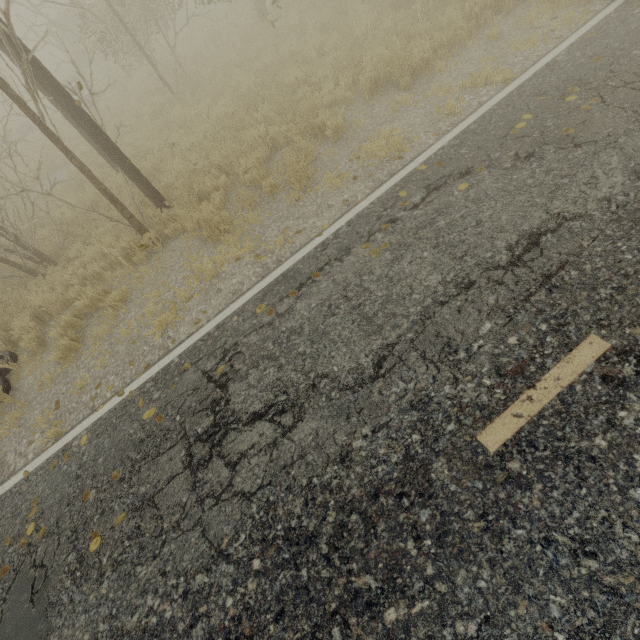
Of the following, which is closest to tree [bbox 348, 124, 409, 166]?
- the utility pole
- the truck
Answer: the utility pole

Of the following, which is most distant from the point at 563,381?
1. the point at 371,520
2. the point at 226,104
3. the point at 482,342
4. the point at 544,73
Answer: the point at 226,104

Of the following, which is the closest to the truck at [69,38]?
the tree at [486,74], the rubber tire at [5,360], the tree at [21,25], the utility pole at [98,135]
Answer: the tree at [21,25]

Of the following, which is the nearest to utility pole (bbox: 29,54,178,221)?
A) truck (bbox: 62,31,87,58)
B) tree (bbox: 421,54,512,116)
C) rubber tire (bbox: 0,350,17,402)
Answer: tree (bbox: 421,54,512,116)

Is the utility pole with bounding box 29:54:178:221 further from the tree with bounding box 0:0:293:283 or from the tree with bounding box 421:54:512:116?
the tree with bounding box 0:0:293:283

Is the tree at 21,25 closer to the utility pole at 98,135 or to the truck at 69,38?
the truck at 69,38

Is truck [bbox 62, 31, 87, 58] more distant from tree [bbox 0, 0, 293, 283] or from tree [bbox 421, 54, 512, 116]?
tree [bbox 421, 54, 512, 116]

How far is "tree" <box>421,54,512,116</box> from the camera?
5.8m
